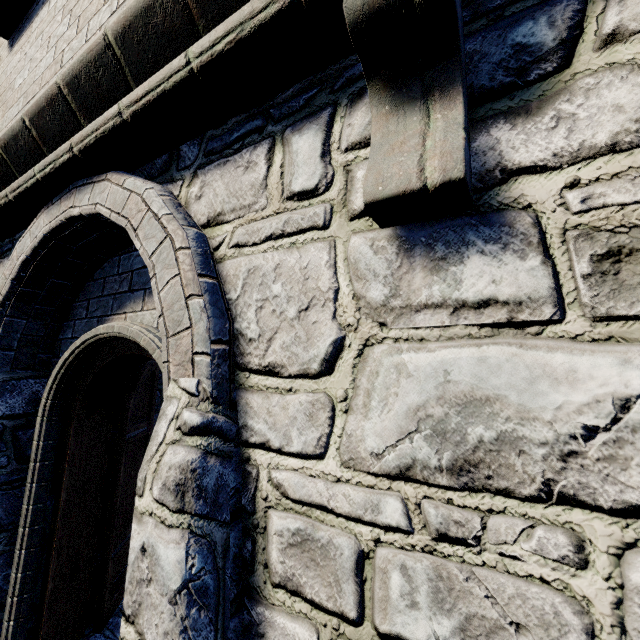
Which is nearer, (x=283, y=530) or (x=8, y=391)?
(x=283, y=530)
